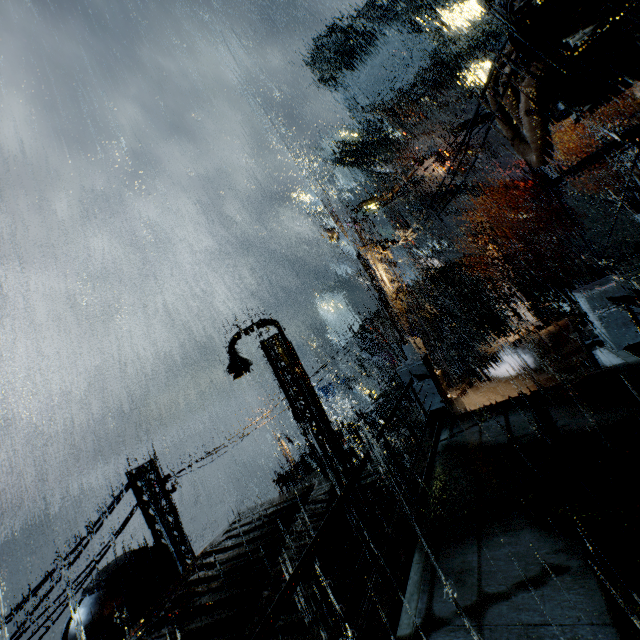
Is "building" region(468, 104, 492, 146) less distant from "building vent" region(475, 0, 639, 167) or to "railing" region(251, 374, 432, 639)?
"building vent" region(475, 0, 639, 167)

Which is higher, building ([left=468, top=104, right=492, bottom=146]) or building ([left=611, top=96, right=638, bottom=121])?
building ([left=611, top=96, right=638, bottom=121])

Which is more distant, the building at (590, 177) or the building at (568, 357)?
the building at (590, 177)

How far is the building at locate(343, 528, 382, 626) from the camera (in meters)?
5.28

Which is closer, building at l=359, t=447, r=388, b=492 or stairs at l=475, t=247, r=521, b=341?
building at l=359, t=447, r=388, b=492

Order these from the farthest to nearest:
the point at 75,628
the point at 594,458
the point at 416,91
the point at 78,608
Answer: the point at 416,91, the point at 78,608, the point at 75,628, the point at 594,458

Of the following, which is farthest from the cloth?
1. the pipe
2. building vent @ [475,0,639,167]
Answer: the pipe

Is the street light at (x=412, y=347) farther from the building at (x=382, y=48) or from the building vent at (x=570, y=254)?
the building vent at (x=570, y=254)
